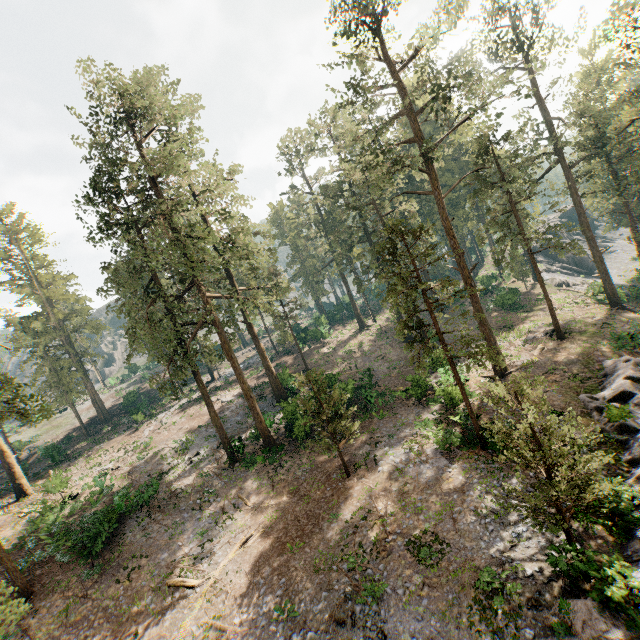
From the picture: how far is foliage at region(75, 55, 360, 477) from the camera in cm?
2167

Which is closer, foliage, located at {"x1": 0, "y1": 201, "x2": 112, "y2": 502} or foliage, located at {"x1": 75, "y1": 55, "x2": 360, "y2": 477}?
foliage, located at {"x1": 0, "y1": 201, "x2": 112, "y2": 502}

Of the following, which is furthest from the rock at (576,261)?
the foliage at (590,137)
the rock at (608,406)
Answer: the rock at (608,406)

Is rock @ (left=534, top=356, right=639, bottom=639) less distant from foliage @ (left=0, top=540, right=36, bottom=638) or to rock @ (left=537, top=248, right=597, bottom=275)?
foliage @ (left=0, top=540, right=36, bottom=638)

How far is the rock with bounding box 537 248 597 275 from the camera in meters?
53.7

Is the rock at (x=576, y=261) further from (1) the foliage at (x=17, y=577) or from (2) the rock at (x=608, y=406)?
(2) the rock at (x=608, y=406)

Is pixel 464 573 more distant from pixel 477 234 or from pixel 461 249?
pixel 477 234
